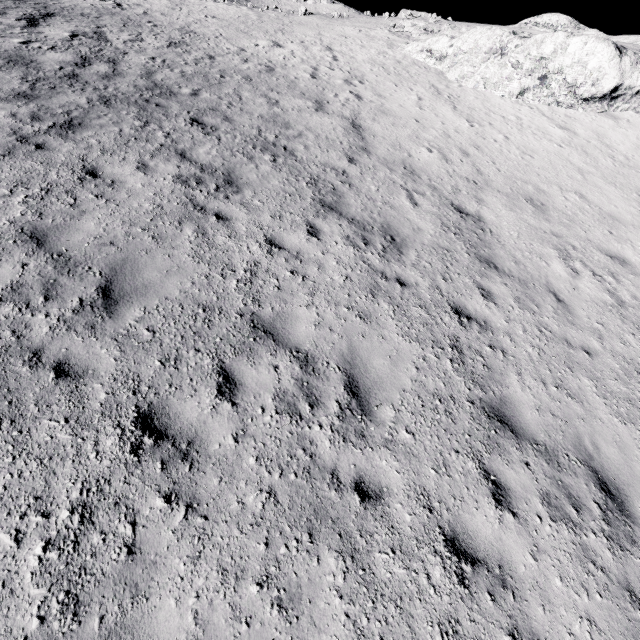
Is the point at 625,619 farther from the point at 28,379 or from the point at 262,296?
the point at 28,379
